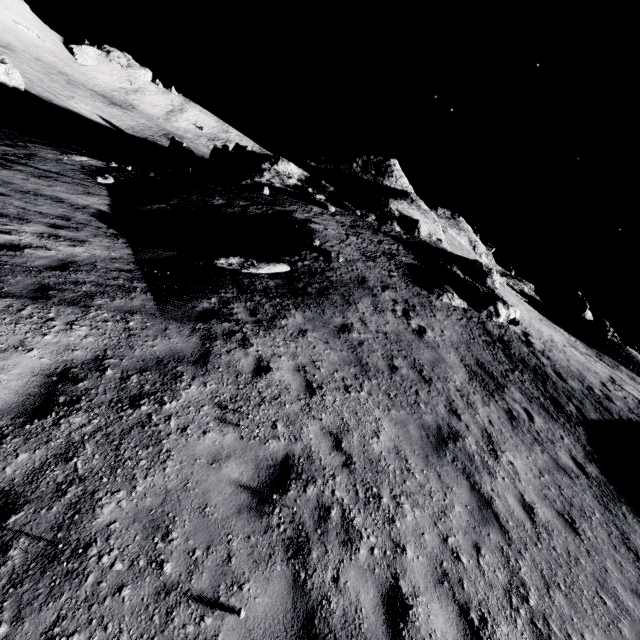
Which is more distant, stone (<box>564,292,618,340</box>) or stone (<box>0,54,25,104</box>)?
stone (<box>564,292,618,340</box>)

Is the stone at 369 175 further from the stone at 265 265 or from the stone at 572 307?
the stone at 572 307

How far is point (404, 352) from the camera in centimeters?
1027cm

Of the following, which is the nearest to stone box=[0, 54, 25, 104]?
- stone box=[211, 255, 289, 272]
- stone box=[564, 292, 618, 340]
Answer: stone box=[211, 255, 289, 272]

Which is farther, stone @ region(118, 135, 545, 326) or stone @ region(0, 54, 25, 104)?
stone @ region(0, 54, 25, 104)

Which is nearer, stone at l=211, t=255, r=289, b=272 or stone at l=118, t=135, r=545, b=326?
stone at l=211, t=255, r=289, b=272

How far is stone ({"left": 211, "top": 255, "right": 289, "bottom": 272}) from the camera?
11.0m

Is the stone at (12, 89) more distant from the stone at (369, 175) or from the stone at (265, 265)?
the stone at (265, 265)
